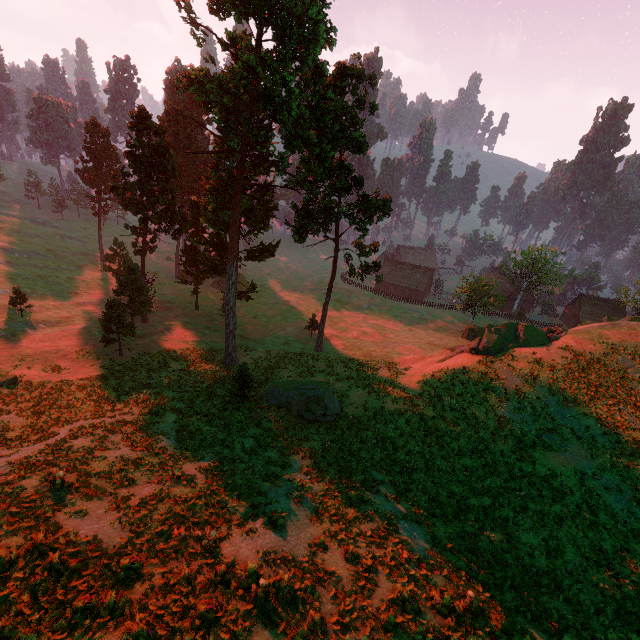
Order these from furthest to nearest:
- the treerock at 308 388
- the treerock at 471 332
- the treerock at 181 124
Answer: the treerock at 471 332
the treerock at 308 388
the treerock at 181 124

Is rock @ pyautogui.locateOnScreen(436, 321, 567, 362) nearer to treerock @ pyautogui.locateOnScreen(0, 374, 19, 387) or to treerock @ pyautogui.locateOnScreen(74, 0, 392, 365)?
treerock @ pyautogui.locateOnScreen(74, 0, 392, 365)

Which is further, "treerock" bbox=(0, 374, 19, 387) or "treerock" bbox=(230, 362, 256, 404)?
"treerock" bbox=(0, 374, 19, 387)

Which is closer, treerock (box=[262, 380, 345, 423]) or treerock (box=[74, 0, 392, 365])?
treerock (box=[74, 0, 392, 365])

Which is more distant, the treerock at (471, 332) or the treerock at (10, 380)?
the treerock at (471, 332)

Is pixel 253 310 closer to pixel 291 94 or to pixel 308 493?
pixel 291 94
